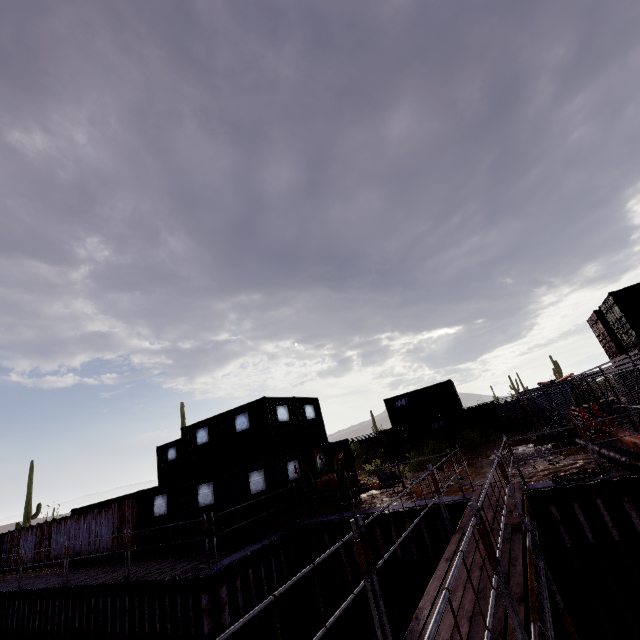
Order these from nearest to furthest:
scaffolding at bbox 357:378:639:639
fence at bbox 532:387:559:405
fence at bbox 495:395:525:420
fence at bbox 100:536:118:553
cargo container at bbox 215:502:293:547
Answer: scaffolding at bbox 357:378:639:639
cargo container at bbox 215:502:293:547
fence at bbox 100:536:118:553
fence at bbox 532:387:559:405
fence at bbox 495:395:525:420

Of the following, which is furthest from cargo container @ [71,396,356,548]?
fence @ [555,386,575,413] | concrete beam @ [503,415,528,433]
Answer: fence @ [555,386,575,413]

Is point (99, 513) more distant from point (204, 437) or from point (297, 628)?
point (297, 628)

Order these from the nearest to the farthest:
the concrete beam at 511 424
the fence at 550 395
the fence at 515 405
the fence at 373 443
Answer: the concrete beam at 511 424, the fence at 550 395, the fence at 515 405, the fence at 373 443

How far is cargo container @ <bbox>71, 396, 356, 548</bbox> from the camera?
12.3m

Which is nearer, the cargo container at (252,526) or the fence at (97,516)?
the cargo container at (252,526)

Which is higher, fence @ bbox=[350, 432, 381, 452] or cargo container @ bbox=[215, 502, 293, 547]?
fence @ bbox=[350, 432, 381, 452]

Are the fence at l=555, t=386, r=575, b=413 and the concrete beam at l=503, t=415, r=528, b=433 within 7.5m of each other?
yes
